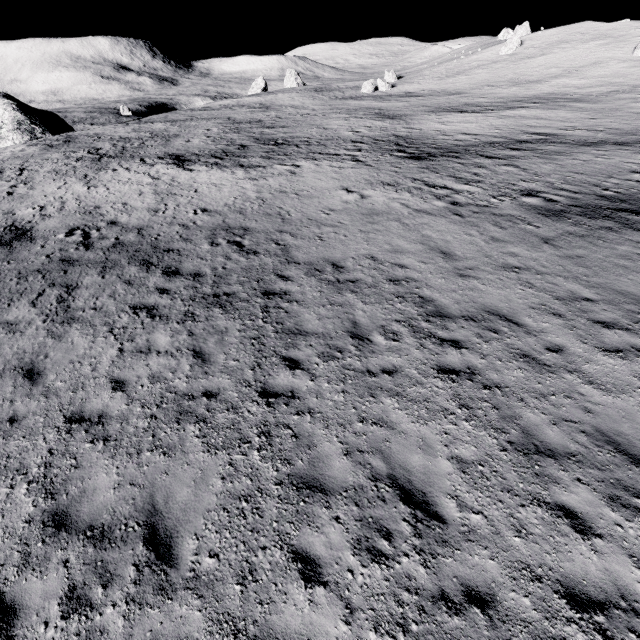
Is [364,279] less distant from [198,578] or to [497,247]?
[497,247]
